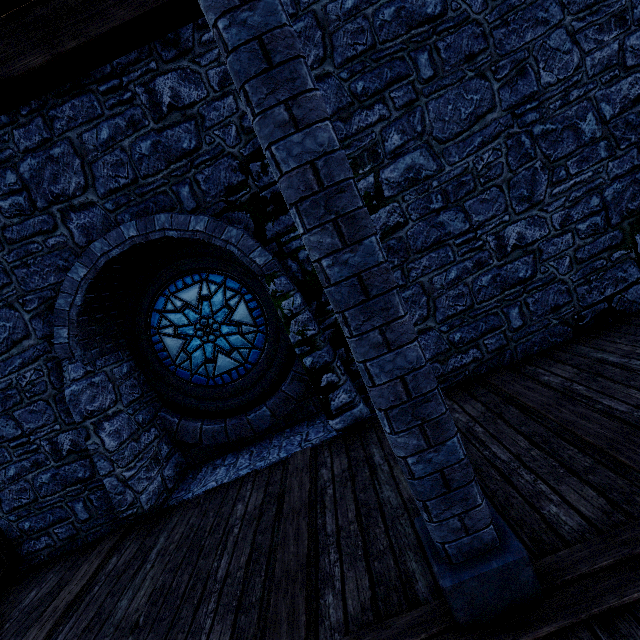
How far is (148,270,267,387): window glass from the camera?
5.6m

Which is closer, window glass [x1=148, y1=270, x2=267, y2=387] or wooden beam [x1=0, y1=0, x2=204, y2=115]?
wooden beam [x1=0, y1=0, x2=204, y2=115]

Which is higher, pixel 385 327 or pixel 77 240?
pixel 77 240

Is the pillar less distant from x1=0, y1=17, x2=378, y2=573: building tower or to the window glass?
x1=0, y1=17, x2=378, y2=573: building tower

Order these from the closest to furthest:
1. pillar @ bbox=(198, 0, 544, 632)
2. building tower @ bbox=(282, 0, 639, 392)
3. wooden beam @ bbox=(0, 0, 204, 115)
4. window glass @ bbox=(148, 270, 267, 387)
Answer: pillar @ bbox=(198, 0, 544, 632)
wooden beam @ bbox=(0, 0, 204, 115)
building tower @ bbox=(282, 0, 639, 392)
window glass @ bbox=(148, 270, 267, 387)

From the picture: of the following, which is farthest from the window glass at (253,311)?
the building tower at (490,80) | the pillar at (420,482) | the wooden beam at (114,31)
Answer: the pillar at (420,482)

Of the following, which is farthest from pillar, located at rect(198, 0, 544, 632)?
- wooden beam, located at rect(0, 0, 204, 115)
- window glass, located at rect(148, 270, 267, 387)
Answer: window glass, located at rect(148, 270, 267, 387)

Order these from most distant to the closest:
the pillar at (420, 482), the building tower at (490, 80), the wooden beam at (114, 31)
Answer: the building tower at (490, 80), the wooden beam at (114, 31), the pillar at (420, 482)
